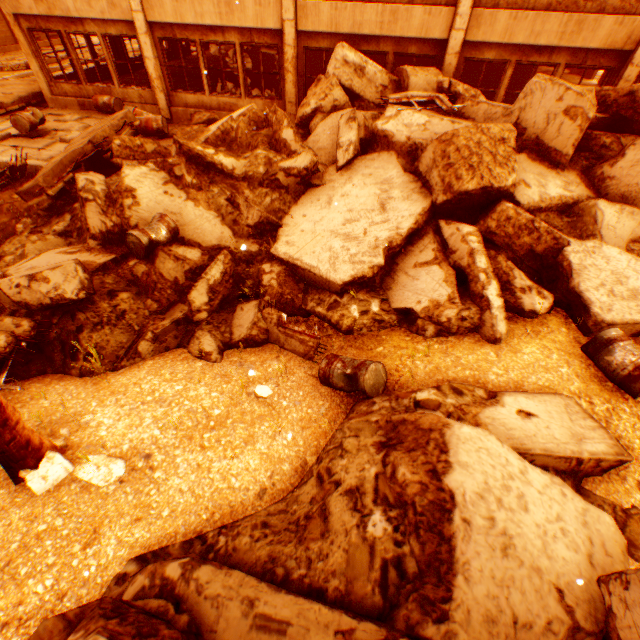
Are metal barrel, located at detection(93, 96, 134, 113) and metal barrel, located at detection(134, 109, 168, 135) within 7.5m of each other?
yes

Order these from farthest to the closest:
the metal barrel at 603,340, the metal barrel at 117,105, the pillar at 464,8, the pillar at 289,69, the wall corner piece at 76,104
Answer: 1. the wall corner piece at 76,104
2. the metal barrel at 117,105
3. the pillar at 289,69
4. the pillar at 464,8
5. the metal barrel at 603,340

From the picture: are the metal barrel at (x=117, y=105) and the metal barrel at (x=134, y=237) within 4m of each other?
no

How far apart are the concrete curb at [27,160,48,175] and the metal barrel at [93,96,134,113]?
4.4m

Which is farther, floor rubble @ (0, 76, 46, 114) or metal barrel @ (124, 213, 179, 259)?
floor rubble @ (0, 76, 46, 114)

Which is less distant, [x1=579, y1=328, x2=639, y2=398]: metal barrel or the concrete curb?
[x1=579, y1=328, x2=639, y2=398]: metal barrel

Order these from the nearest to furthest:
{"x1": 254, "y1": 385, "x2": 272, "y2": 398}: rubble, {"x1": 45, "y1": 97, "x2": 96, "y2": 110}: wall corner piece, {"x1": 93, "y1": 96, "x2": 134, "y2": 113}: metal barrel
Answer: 1. {"x1": 254, "y1": 385, "x2": 272, "y2": 398}: rubble
2. {"x1": 93, "y1": 96, "x2": 134, "y2": 113}: metal barrel
3. {"x1": 45, "y1": 97, "x2": 96, "y2": 110}: wall corner piece

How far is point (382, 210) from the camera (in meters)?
6.57
